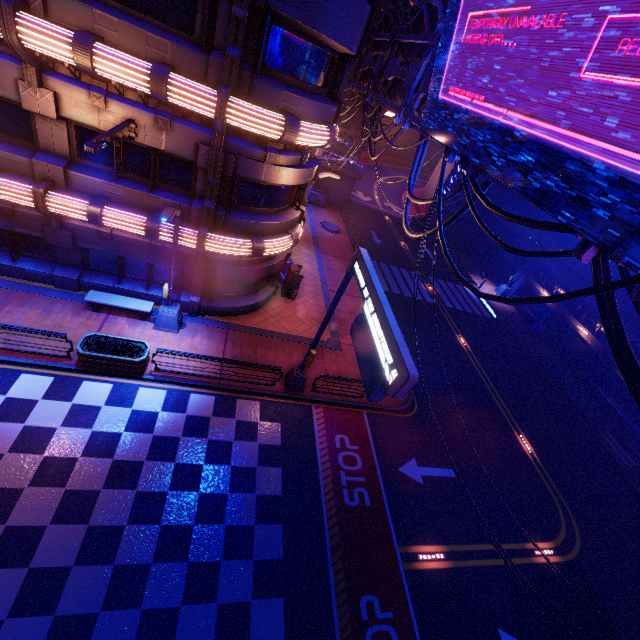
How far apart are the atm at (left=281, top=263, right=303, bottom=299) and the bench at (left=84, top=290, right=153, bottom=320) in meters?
7.0

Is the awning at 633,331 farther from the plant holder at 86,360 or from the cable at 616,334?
the plant holder at 86,360

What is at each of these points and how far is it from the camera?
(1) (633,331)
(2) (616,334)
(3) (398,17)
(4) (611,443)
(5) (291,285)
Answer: (1) awning, 20.11m
(2) cable, 5.27m
(3) walkway, 16.47m
(4) plant holder, 19.41m
(5) atm, 18.58m

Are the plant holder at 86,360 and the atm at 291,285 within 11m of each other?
yes

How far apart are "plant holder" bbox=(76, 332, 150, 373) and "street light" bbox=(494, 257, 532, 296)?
32.0m

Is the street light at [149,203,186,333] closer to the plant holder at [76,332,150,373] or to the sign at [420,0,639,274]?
the plant holder at [76,332,150,373]

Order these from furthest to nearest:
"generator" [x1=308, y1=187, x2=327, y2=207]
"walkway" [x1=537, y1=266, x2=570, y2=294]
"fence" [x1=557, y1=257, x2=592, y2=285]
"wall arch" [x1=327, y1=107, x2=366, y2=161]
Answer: "generator" [x1=308, y1=187, x2=327, y2=207] < "wall arch" [x1=327, y1=107, x2=366, y2=161] < "walkway" [x1=537, y1=266, x2=570, y2=294] < "fence" [x1=557, y1=257, x2=592, y2=285]

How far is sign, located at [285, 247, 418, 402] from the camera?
6.86m
